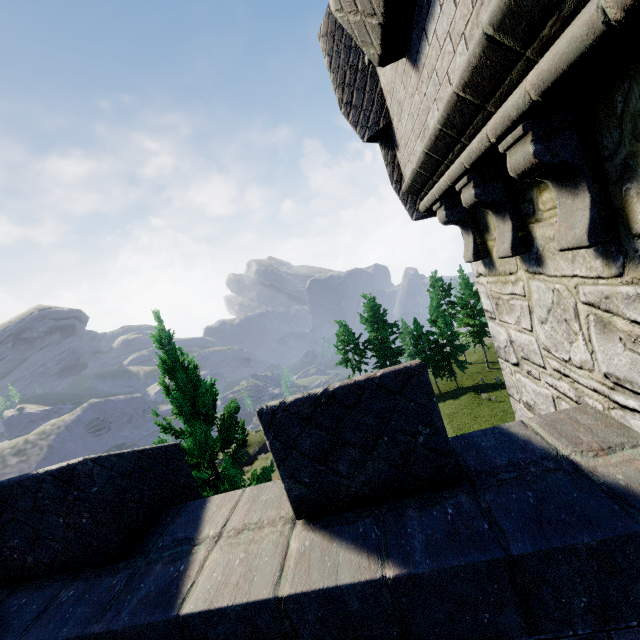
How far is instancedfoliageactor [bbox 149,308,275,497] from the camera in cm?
909

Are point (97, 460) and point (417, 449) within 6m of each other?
yes

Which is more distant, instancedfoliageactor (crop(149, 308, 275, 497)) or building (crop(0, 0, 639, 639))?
instancedfoliageactor (crop(149, 308, 275, 497))

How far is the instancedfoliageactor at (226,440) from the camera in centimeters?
909cm

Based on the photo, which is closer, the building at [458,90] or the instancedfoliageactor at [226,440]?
the building at [458,90]
